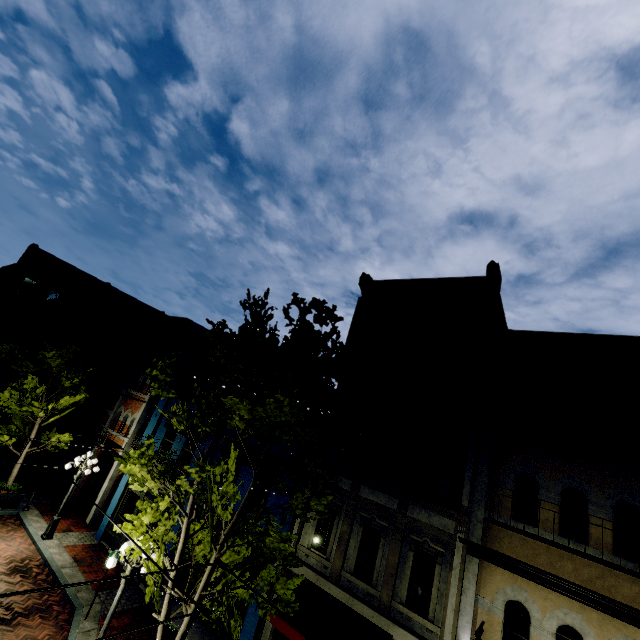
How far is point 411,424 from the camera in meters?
10.7 m

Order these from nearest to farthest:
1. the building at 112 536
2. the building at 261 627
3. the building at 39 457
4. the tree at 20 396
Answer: the building at 261 627, the building at 112 536, the tree at 20 396, the building at 39 457

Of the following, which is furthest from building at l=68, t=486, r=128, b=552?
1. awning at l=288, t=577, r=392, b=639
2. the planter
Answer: the planter

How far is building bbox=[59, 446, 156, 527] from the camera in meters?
15.5 m

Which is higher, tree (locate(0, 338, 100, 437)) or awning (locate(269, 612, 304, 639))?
tree (locate(0, 338, 100, 437))

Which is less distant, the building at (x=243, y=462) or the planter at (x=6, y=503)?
the building at (x=243, y=462)

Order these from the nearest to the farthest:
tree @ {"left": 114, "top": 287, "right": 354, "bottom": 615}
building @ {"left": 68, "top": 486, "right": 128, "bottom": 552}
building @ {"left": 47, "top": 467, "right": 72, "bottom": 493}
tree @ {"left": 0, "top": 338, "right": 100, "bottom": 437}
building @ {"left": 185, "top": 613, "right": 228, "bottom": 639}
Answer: tree @ {"left": 114, "top": 287, "right": 354, "bottom": 615}
building @ {"left": 185, "top": 613, "right": 228, "bottom": 639}
building @ {"left": 68, "top": 486, "right": 128, "bottom": 552}
tree @ {"left": 0, "top": 338, "right": 100, "bottom": 437}
building @ {"left": 47, "top": 467, "right": 72, "bottom": 493}
